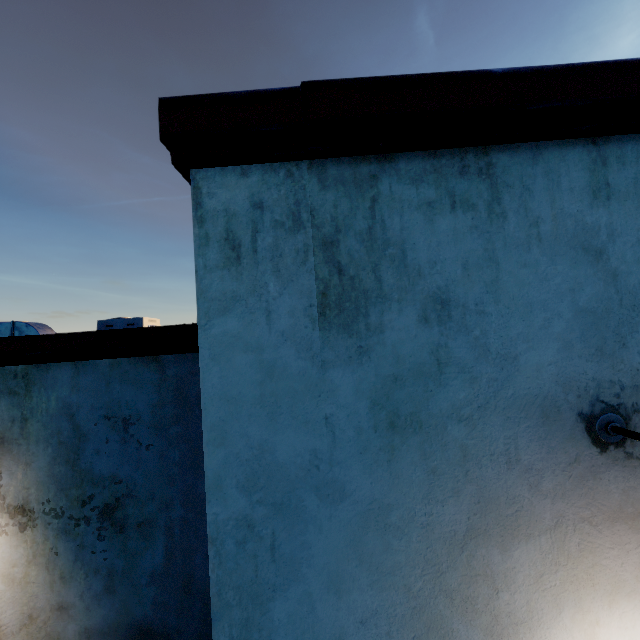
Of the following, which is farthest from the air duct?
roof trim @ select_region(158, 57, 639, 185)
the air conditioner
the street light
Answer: the street light

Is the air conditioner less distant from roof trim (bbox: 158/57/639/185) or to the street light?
roof trim (bbox: 158/57/639/185)

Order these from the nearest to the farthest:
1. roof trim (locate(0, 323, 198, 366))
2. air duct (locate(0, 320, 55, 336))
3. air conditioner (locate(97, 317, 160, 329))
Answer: roof trim (locate(0, 323, 198, 366)), air duct (locate(0, 320, 55, 336)), air conditioner (locate(97, 317, 160, 329))

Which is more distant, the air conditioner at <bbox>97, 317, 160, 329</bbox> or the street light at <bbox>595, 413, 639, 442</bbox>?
the air conditioner at <bbox>97, 317, 160, 329</bbox>

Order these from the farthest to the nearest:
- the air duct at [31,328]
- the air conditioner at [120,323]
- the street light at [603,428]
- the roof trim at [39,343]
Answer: the air conditioner at [120,323], the air duct at [31,328], the roof trim at [39,343], the street light at [603,428]

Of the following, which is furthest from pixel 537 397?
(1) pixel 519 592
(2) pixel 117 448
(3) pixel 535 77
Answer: (2) pixel 117 448

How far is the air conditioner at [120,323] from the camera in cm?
959

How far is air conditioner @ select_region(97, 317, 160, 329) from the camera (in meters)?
9.59
